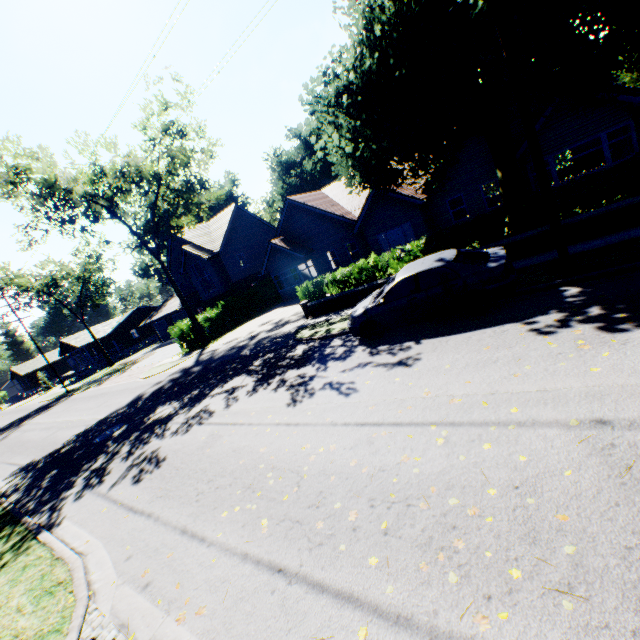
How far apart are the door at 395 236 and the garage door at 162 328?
34.01m

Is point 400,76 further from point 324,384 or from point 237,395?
point 237,395

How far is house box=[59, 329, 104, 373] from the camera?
49.6m

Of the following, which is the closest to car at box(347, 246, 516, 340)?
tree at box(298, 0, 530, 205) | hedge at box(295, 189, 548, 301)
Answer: tree at box(298, 0, 530, 205)

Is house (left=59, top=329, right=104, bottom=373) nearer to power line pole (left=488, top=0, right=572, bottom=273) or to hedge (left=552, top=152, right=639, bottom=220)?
power line pole (left=488, top=0, right=572, bottom=273)

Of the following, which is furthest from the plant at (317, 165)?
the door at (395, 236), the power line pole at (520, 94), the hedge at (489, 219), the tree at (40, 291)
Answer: the power line pole at (520, 94)

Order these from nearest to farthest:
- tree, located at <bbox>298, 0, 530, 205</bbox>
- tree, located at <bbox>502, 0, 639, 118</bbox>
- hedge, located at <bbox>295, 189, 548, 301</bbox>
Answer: tree, located at <bbox>502, 0, 639, 118</bbox> → tree, located at <bbox>298, 0, 530, 205</bbox> → hedge, located at <bbox>295, 189, 548, 301</bbox>
